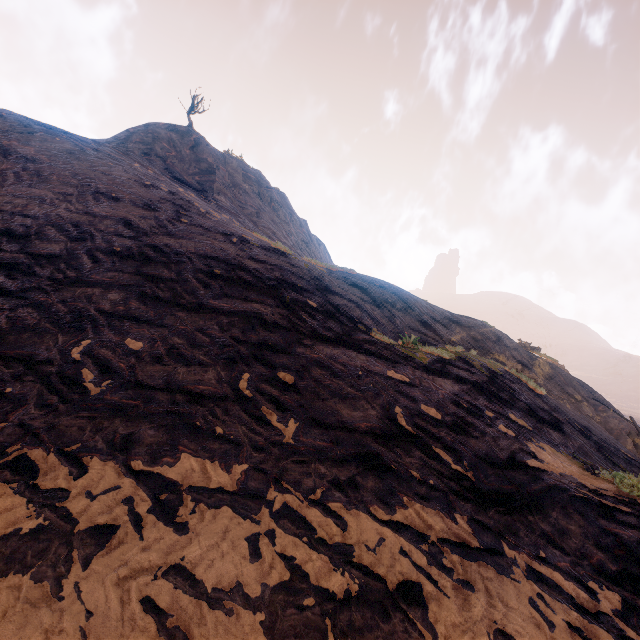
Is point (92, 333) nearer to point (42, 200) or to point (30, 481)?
point (30, 481)
